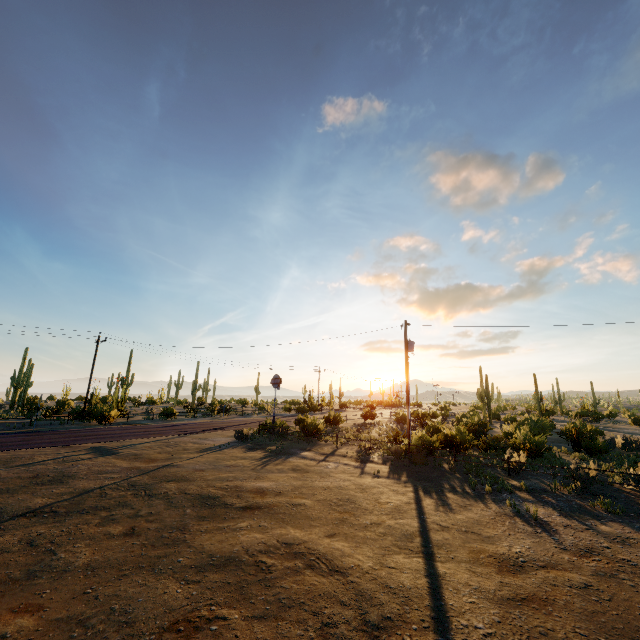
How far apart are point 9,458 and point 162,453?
6.21m
